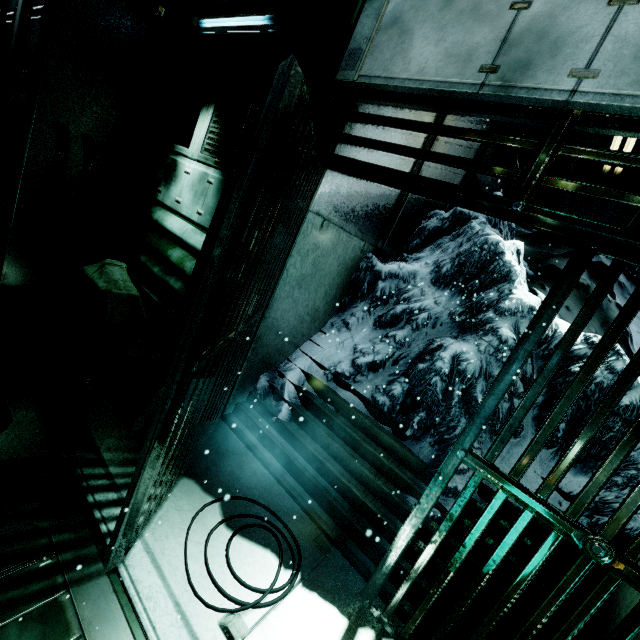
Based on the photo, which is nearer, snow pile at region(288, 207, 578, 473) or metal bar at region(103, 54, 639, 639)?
metal bar at region(103, 54, 639, 639)

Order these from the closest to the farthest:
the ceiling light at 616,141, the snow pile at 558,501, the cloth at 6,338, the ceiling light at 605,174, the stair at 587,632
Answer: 1. the stair at 587,632
2. the snow pile at 558,501
3. the cloth at 6,338
4. the ceiling light at 616,141
5. the ceiling light at 605,174

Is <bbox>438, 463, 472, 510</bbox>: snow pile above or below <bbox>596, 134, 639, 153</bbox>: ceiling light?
below

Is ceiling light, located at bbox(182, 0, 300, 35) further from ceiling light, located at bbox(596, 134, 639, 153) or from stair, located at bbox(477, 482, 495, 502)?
ceiling light, located at bbox(596, 134, 639, 153)

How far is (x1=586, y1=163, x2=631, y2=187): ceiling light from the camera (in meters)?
6.46

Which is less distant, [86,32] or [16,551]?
[16,551]

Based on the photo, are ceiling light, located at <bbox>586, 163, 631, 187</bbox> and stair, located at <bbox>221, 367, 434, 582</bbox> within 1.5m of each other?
no

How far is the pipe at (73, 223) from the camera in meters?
4.2
